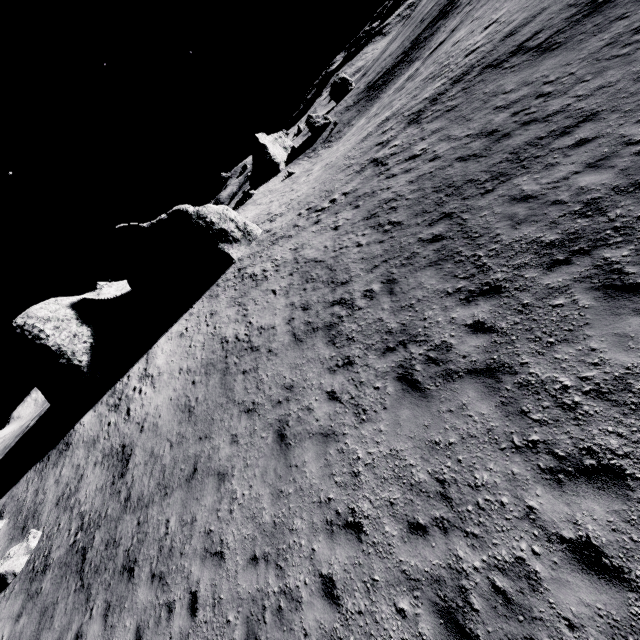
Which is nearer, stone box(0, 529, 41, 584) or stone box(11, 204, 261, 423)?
stone box(0, 529, 41, 584)

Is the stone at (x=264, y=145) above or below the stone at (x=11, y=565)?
above

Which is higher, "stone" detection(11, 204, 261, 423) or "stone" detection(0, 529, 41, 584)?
"stone" detection(11, 204, 261, 423)

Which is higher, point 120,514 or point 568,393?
point 120,514

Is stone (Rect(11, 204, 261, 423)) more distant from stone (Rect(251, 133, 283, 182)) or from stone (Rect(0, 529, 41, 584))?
stone (Rect(251, 133, 283, 182))

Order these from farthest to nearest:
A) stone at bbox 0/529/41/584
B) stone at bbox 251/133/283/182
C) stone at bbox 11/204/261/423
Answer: stone at bbox 251/133/283/182 < stone at bbox 11/204/261/423 < stone at bbox 0/529/41/584

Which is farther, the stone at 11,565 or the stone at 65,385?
the stone at 65,385
